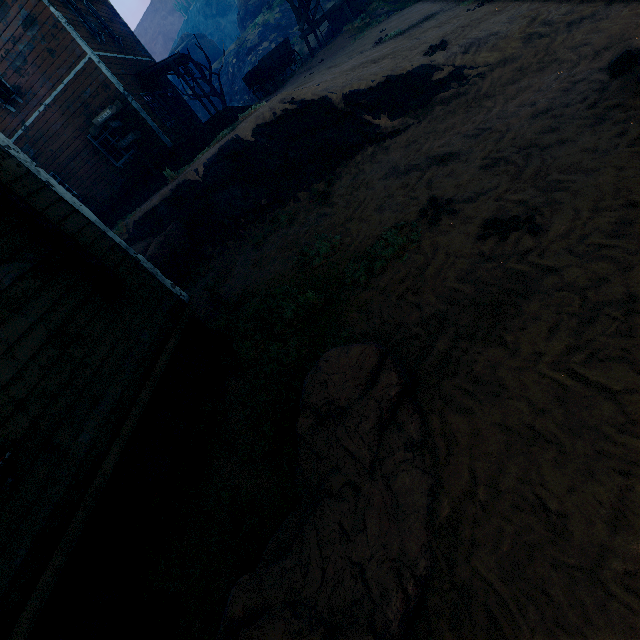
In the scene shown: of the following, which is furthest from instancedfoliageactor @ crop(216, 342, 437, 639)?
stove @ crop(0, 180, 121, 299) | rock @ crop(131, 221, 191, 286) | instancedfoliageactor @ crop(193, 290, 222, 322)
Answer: rock @ crop(131, 221, 191, 286)

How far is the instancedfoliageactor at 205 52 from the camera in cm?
2025

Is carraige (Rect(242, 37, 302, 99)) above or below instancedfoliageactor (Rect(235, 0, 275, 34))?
below

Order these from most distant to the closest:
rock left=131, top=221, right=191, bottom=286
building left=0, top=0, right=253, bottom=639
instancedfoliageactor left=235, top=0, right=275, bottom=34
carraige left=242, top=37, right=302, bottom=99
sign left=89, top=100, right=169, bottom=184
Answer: instancedfoliageactor left=235, top=0, right=275, bottom=34, carraige left=242, top=37, right=302, bottom=99, sign left=89, top=100, right=169, bottom=184, rock left=131, top=221, right=191, bottom=286, building left=0, top=0, right=253, bottom=639

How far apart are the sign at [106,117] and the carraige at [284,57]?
8.2m

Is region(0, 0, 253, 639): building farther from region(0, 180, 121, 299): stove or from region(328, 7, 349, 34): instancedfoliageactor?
region(328, 7, 349, 34): instancedfoliageactor

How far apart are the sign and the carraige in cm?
821

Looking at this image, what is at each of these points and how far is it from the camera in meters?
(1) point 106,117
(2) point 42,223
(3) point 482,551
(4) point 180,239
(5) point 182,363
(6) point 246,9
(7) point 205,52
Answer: (1) sign, 12.5
(2) stove, 3.8
(3) z, 2.1
(4) rock, 10.7
(5) building, 5.4
(6) instancedfoliageactor, 34.3
(7) instancedfoliageactor, 41.2
